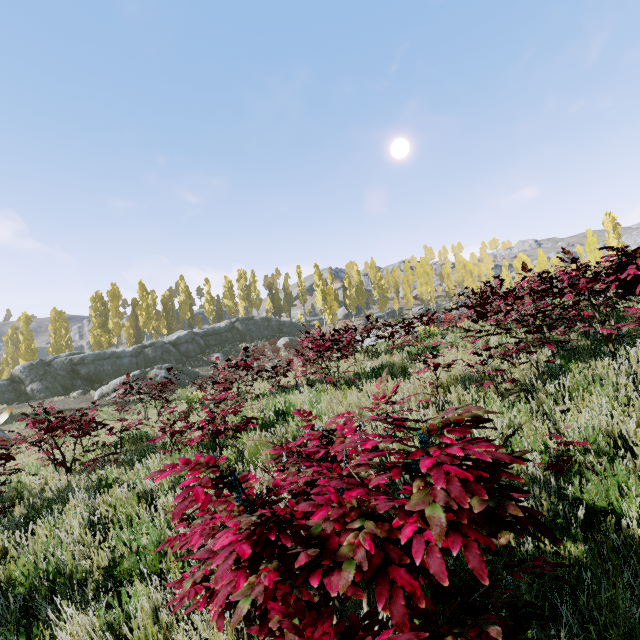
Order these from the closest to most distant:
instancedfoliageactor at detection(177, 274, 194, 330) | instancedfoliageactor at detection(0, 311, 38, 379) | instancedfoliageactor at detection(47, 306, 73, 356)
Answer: instancedfoliageactor at detection(0, 311, 38, 379)
instancedfoliageactor at detection(47, 306, 73, 356)
instancedfoliageactor at detection(177, 274, 194, 330)

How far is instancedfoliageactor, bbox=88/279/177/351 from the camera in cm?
4019

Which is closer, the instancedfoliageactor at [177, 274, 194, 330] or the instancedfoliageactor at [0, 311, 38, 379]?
the instancedfoliageactor at [0, 311, 38, 379]

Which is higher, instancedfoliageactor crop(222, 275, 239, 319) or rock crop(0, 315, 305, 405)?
instancedfoliageactor crop(222, 275, 239, 319)

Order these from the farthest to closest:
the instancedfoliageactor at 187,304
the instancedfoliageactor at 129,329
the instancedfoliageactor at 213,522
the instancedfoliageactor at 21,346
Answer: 1. the instancedfoliageactor at 187,304
2. the instancedfoliageactor at 129,329
3. the instancedfoliageactor at 21,346
4. the instancedfoliageactor at 213,522

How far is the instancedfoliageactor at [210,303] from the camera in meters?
51.6 m

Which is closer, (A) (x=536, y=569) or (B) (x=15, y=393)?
(A) (x=536, y=569)
